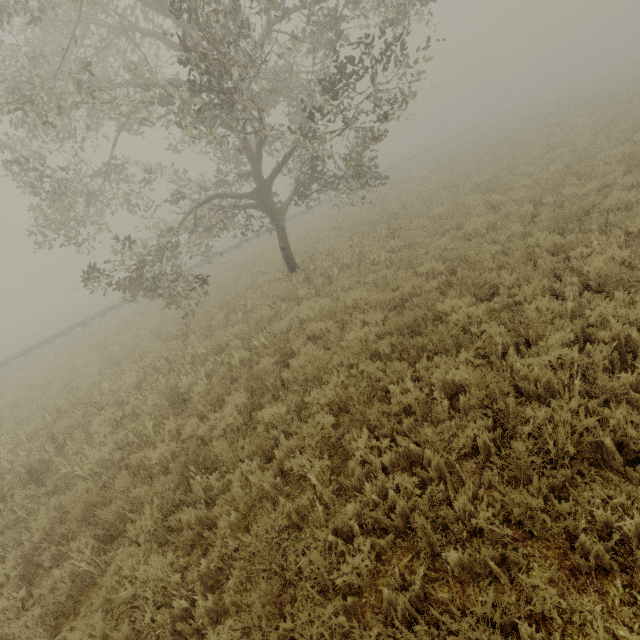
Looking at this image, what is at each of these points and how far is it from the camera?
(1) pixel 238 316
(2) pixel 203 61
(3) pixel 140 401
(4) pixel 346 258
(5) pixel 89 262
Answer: (1) tree, 10.3m
(2) tree, 6.8m
(3) tree, 7.3m
(4) tree, 11.0m
(5) tree, 9.4m

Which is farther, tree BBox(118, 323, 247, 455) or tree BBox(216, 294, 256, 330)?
tree BBox(216, 294, 256, 330)

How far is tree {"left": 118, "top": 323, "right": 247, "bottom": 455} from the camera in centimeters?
624cm

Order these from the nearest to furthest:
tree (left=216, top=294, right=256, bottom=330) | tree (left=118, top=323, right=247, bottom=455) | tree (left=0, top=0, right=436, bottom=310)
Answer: tree (left=118, top=323, right=247, bottom=455) < tree (left=0, top=0, right=436, bottom=310) < tree (left=216, top=294, right=256, bottom=330)

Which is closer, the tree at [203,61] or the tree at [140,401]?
the tree at [140,401]
